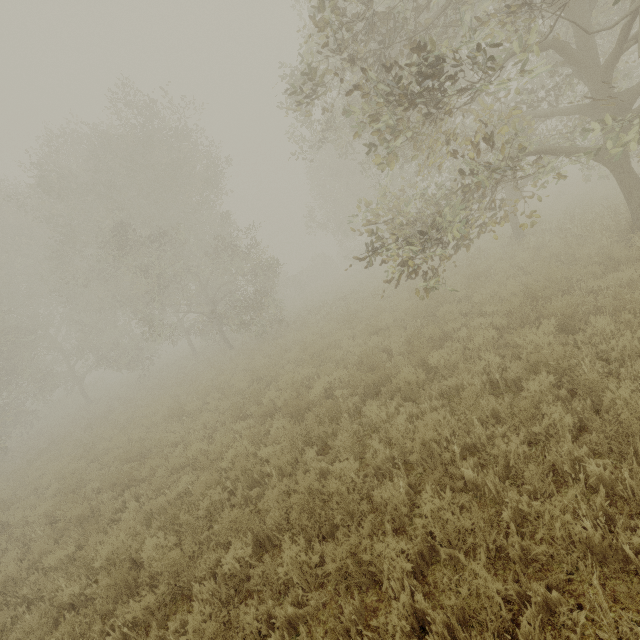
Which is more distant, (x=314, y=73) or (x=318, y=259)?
(x=318, y=259)
